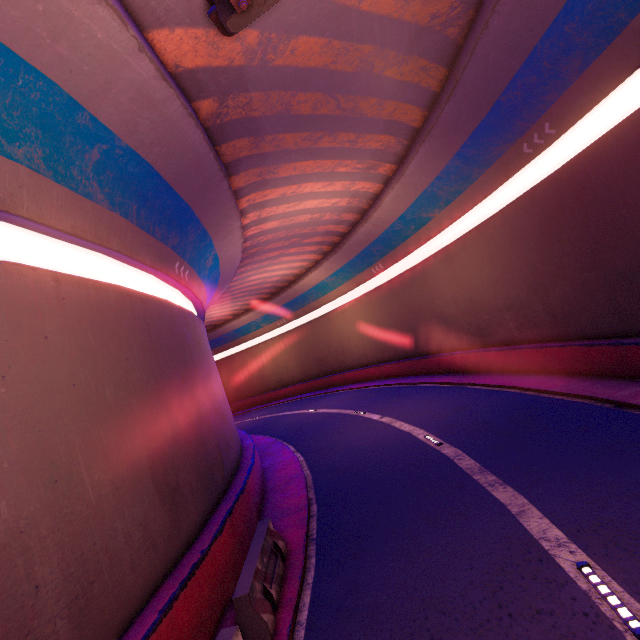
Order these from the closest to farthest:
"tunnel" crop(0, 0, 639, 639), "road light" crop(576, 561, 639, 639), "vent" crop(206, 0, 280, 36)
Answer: "road light" crop(576, 561, 639, 639) → "tunnel" crop(0, 0, 639, 639) → "vent" crop(206, 0, 280, 36)

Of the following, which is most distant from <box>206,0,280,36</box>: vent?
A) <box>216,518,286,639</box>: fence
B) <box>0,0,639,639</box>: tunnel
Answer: <box>216,518,286,639</box>: fence

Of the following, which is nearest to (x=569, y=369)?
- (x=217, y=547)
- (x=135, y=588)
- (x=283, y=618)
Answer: (x=283, y=618)

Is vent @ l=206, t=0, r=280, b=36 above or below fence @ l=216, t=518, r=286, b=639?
above

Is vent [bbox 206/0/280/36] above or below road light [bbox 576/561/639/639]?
above

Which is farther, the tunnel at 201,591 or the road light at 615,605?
the tunnel at 201,591

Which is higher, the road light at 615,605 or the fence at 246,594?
the fence at 246,594

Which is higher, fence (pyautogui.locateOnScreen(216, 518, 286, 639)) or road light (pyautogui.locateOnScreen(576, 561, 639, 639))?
fence (pyautogui.locateOnScreen(216, 518, 286, 639))
